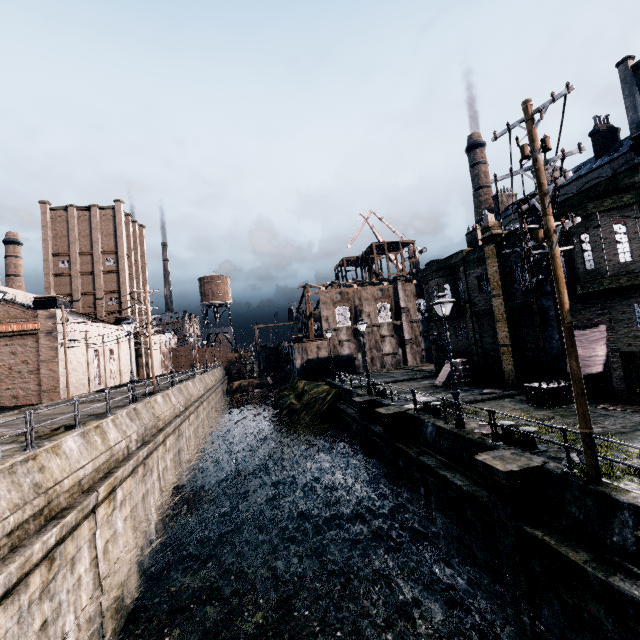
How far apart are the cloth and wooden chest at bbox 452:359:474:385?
7.53m

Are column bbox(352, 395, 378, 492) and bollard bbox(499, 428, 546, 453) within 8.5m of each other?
no

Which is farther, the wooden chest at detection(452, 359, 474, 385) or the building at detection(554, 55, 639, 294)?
the wooden chest at detection(452, 359, 474, 385)

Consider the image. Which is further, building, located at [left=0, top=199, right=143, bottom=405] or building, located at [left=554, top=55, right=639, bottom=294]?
building, located at [left=0, top=199, right=143, bottom=405]

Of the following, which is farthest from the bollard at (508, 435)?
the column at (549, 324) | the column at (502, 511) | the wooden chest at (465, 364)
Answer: the wooden chest at (465, 364)

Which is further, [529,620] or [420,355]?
[420,355]

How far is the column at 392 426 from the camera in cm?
1764

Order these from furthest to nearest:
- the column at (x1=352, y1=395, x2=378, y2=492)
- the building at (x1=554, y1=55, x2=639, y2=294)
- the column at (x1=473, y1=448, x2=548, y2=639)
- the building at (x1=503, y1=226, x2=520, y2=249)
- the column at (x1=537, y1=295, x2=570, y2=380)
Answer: the column at (x1=352, y1=395, x2=378, y2=492), the building at (x1=503, y1=226, x2=520, y2=249), the column at (x1=537, y1=295, x2=570, y2=380), the building at (x1=554, y1=55, x2=639, y2=294), the column at (x1=473, y1=448, x2=548, y2=639)
